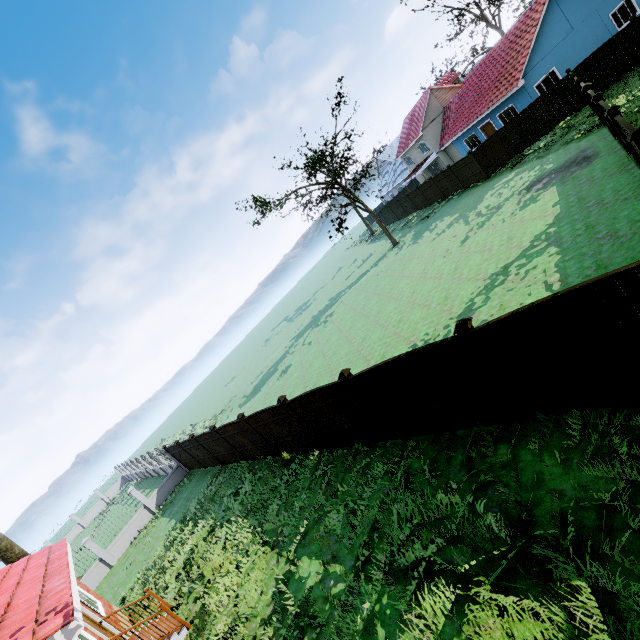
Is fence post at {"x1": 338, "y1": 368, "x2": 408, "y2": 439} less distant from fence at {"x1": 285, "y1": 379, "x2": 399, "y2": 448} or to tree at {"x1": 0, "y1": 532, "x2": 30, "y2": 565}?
fence at {"x1": 285, "y1": 379, "x2": 399, "y2": 448}

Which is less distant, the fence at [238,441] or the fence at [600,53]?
the fence at [238,441]

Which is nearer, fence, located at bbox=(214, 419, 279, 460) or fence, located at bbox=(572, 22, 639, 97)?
fence, located at bbox=(214, 419, 279, 460)

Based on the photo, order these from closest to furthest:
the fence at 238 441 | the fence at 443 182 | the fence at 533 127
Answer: the fence at 238 441 < the fence at 533 127 < the fence at 443 182

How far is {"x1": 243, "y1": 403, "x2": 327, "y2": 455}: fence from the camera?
11.0 meters

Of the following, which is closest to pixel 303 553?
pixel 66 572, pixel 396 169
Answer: pixel 66 572

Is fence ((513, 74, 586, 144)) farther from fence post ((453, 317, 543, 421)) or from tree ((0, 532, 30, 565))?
tree ((0, 532, 30, 565))
